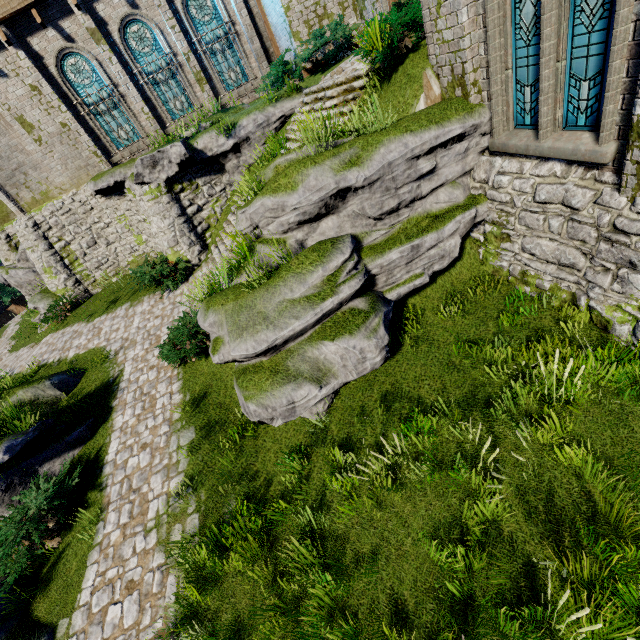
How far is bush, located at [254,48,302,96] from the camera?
13.7 meters

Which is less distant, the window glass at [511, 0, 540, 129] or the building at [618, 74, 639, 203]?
the building at [618, 74, 639, 203]

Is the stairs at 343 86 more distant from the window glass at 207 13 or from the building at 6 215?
the window glass at 207 13

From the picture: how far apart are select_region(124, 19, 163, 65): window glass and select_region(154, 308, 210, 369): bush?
11.54m

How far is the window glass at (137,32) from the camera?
13.7m

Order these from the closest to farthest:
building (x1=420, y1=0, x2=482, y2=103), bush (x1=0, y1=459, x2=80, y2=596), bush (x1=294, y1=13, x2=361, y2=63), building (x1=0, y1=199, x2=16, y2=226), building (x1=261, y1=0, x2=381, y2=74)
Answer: building (x1=420, y1=0, x2=482, y2=103)
bush (x1=0, y1=459, x2=80, y2=596)
bush (x1=294, y1=13, x2=361, y2=63)
building (x1=261, y1=0, x2=381, y2=74)
building (x1=0, y1=199, x2=16, y2=226)

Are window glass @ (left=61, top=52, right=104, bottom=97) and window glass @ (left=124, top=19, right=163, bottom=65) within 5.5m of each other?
yes

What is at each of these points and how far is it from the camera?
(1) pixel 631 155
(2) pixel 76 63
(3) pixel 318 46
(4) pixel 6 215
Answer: (1) building, 4.2m
(2) window glass, 13.8m
(3) bush, 12.1m
(4) building, 17.9m
